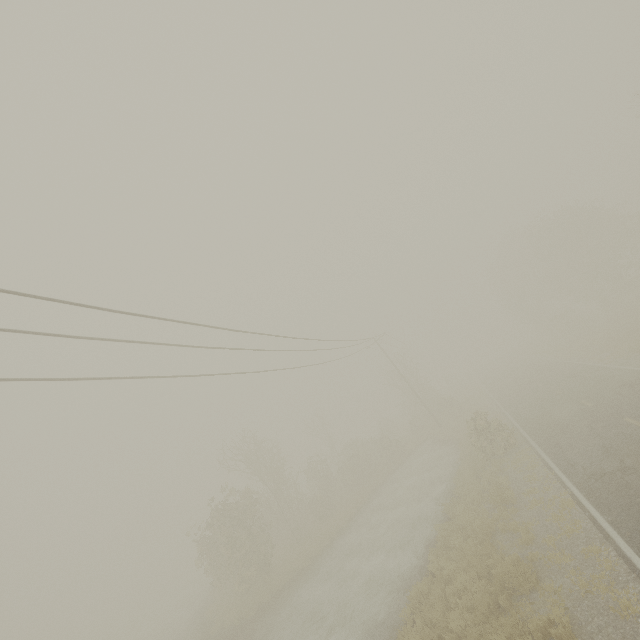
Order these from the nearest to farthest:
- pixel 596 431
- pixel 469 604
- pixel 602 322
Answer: pixel 469 604 → pixel 596 431 → pixel 602 322
